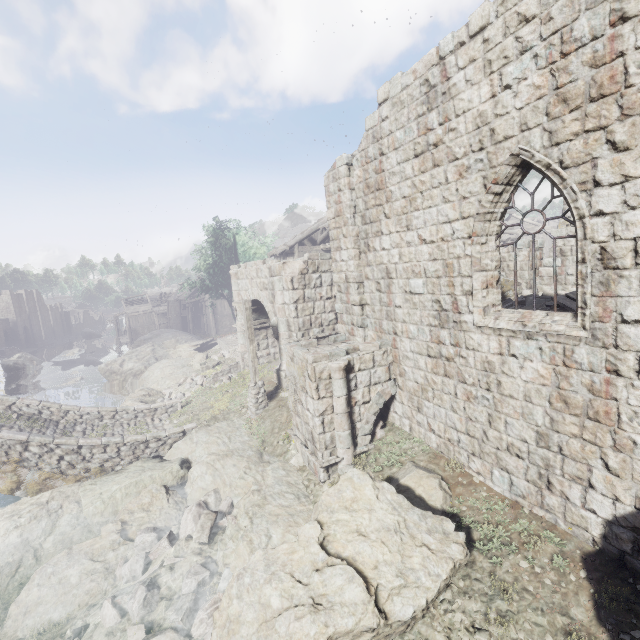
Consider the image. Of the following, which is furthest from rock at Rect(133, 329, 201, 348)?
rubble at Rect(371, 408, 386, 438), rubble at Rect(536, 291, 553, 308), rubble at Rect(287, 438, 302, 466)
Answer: rubble at Rect(536, 291, 553, 308)

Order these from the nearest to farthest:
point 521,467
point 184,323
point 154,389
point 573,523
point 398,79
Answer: point 573,523 → point 521,467 → point 398,79 → point 154,389 → point 184,323

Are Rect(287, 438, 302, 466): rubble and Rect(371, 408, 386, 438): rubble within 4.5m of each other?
yes

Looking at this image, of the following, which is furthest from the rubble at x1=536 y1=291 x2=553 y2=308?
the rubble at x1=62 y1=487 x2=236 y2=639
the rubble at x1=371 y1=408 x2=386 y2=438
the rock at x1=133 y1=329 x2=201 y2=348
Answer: the rock at x1=133 y1=329 x2=201 y2=348

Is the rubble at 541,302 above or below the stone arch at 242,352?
above

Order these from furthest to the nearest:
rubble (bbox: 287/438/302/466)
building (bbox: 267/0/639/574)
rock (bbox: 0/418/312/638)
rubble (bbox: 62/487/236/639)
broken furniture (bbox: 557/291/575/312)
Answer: rubble (bbox: 287/438/302/466), broken furniture (bbox: 557/291/575/312), rock (bbox: 0/418/312/638), rubble (bbox: 62/487/236/639), building (bbox: 267/0/639/574)

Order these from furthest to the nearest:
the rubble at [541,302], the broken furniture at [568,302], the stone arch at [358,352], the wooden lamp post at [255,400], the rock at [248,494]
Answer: the wooden lamp post at [255,400] → the rubble at [541,302] → the broken furniture at [568,302] → the stone arch at [358,352] → the rock at [248,494]

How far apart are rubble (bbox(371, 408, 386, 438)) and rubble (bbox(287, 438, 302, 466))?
1.6 meters
